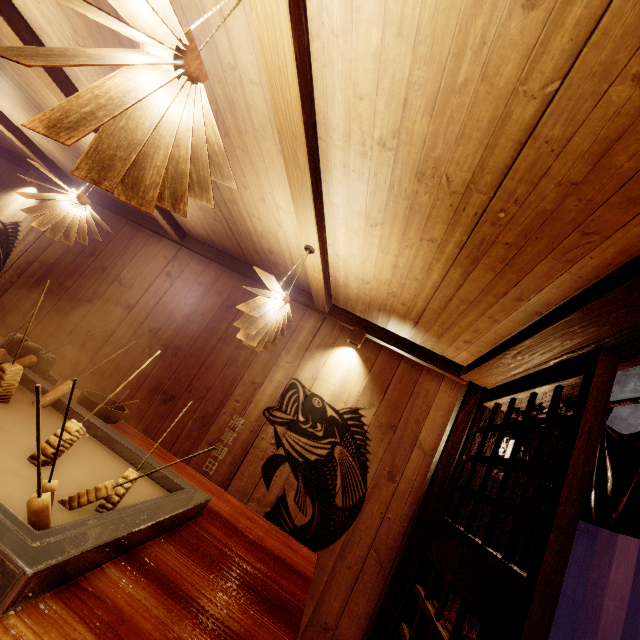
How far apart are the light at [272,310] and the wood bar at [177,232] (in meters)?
3.42

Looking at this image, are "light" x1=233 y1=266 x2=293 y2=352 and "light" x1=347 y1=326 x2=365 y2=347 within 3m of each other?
yes

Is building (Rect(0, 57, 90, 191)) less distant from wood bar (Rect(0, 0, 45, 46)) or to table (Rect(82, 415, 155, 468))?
wood bar (Rect(0, 0, 45, 46))

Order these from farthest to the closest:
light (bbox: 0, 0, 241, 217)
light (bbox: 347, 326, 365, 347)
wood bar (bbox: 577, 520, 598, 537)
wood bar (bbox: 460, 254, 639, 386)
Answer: wood bar (bbox: 577, 520, 598, 537) → light (bbox: 347, 326, 365, 347) → wood bar (bbox: 460, 254, 639, 386) → light (bbox: 0, 0, 241, 217)

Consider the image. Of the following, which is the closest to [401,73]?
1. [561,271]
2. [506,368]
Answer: [561,271]

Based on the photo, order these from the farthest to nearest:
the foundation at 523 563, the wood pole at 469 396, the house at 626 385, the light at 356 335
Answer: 1. the house at 626 385
2. the foundation at 523 563
3. the light at 356 335
4. the wood pole at 469 396

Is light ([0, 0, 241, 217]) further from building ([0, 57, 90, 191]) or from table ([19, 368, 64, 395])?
table ([19, 368, 64, 395])

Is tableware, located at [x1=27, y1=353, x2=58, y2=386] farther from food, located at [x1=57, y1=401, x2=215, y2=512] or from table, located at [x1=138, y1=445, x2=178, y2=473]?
food, located at [x1=57, y1=401, x2=215, y2=512]
